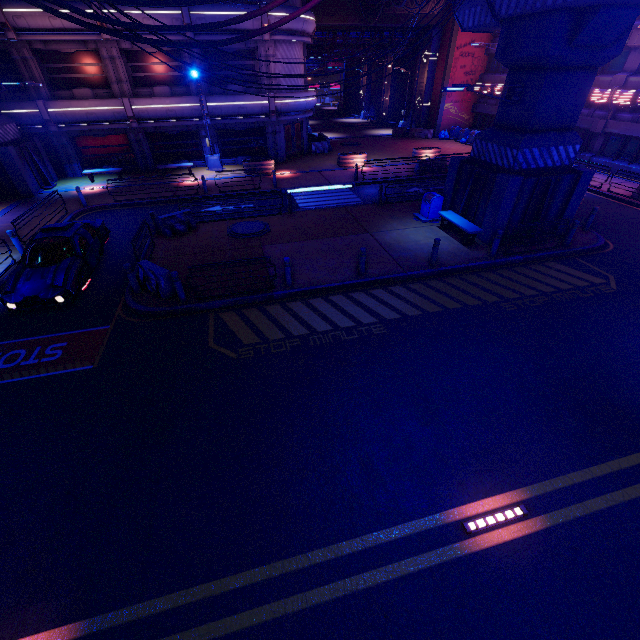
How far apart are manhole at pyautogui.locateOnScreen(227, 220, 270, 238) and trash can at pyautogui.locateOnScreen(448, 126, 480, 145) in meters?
26.7

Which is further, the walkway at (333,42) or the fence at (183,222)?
the walkway at (333,42)

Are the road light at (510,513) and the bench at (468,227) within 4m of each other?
no

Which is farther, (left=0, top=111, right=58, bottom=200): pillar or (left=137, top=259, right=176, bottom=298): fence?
(left=0, top=111, right=58, bottom=200): pillar

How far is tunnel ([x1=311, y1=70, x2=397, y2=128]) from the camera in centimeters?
4016cm

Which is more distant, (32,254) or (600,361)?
(32,254)

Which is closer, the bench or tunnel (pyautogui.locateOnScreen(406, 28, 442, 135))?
the bench

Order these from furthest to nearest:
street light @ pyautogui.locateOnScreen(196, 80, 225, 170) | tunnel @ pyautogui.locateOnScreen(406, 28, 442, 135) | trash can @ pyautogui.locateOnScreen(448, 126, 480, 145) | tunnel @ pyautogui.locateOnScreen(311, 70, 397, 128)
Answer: tunnel @ pyautogui.locateOnScreen(311, 70, 397, 128), tunnel @ pyautogui.locateOnScreen(406, 28, 442, 135), trash can @ pyautogui.locateOnScreen(448, 126, 480, 145), street light @ pyautogui.locateOnScreen(196, 80, 225, 170)
